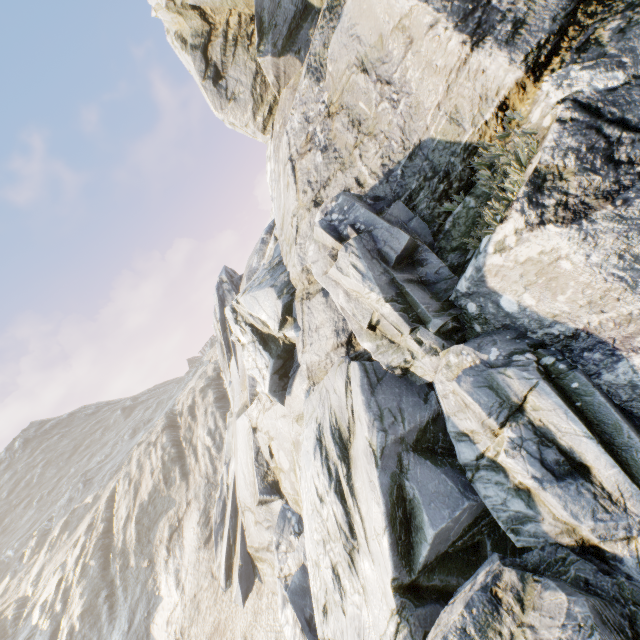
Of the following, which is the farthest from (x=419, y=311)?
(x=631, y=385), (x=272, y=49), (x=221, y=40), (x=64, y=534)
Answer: (x=64, y=534)
